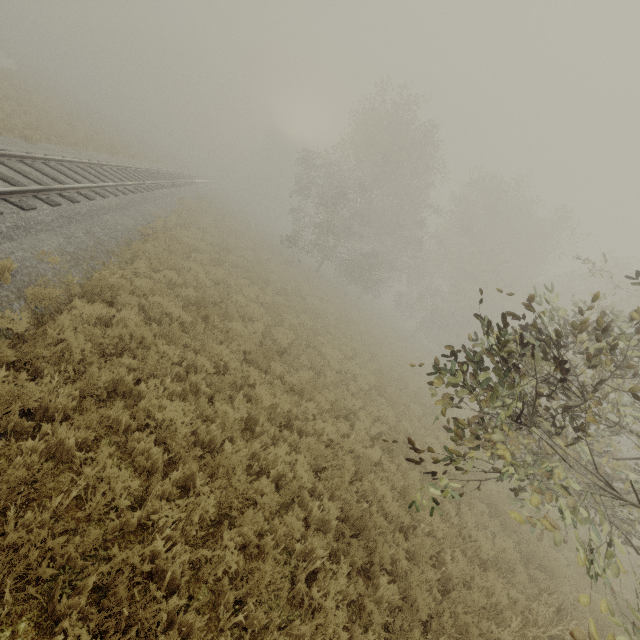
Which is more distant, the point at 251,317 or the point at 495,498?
the point at 251,317
